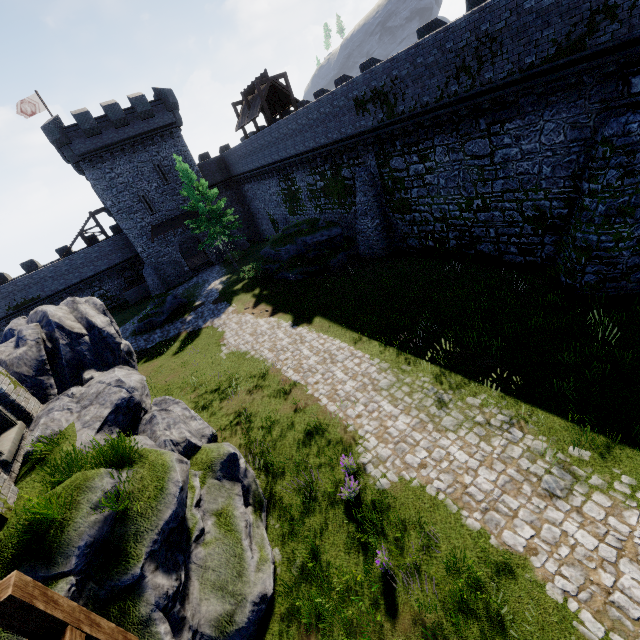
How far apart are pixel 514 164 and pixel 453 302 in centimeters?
635cm

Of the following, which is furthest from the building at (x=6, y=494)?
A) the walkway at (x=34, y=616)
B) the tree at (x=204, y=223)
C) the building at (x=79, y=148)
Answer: the building at (x=79, y=148)

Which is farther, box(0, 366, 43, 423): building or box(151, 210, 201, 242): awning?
box(151, 210, 201, 242): awning

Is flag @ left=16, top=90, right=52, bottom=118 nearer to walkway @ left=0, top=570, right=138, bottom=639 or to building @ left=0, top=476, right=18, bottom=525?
building @ left=0, top=476, right=18, bottom=525

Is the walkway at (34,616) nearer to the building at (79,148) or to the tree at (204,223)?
the tree at (204,223)

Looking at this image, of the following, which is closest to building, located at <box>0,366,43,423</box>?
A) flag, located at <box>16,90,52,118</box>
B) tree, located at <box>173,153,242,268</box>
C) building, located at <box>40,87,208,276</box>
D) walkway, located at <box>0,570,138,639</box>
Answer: walkway, located at <box>0,570,138,639</box>

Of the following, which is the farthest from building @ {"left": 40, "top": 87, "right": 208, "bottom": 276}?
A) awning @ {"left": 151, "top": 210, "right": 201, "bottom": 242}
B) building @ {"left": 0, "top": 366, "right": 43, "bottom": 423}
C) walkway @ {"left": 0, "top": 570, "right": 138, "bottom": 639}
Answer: walkway @ {"left": 0, "top": 570, "right": 138, "bottom": 639}

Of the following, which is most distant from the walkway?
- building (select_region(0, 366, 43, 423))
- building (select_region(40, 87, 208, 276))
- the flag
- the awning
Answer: the flag
